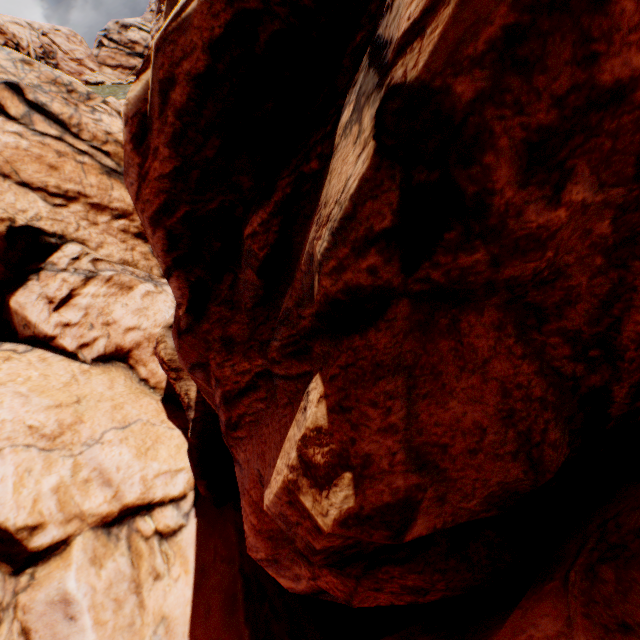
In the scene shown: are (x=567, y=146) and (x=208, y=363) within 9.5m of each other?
yes
